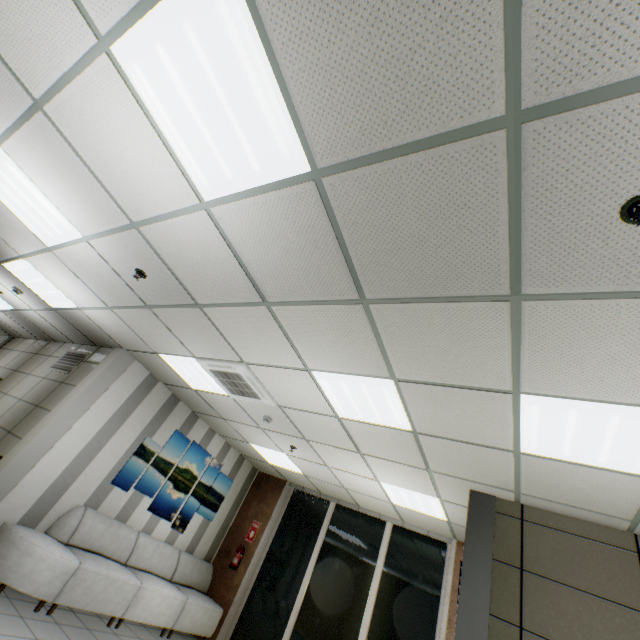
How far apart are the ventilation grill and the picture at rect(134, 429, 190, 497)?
1.8m

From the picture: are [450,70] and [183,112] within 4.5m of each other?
yes

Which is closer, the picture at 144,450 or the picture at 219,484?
the picture at 144,450

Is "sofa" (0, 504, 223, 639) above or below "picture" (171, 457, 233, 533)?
below

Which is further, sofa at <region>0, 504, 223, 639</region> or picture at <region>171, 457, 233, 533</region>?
picture at <region>171, 457, 233, 533</region>

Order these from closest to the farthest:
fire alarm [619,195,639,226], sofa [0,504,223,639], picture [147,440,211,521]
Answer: fire alarm [619,195,639,226] < sofa [0,504,223,639] < picture [147,440,211,521]

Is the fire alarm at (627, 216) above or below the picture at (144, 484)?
above

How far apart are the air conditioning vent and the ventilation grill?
3.0 meters
